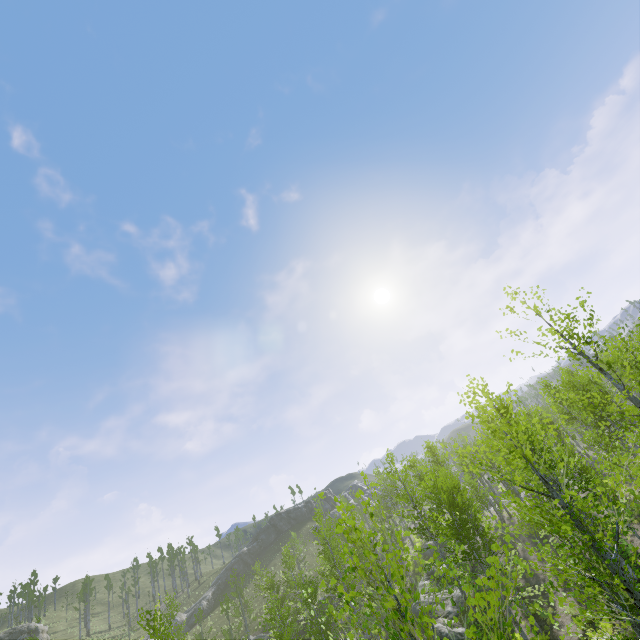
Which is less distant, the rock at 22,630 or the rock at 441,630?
the rock at 441,630

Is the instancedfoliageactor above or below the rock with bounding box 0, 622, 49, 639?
below

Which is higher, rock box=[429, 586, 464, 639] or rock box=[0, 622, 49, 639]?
rock box=[0, 622, 49, 639]

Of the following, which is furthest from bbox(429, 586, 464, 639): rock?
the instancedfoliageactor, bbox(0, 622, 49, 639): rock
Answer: bbox(0, 622, 49, 639): rock

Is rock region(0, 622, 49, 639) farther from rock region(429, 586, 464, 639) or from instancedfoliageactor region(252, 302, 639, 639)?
rock region(429, 586, 464, 639)

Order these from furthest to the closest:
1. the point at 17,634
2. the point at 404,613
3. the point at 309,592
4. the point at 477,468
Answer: the point at 17,634 → the point at 477,468 → the point at 309,592 → the point at 404,613

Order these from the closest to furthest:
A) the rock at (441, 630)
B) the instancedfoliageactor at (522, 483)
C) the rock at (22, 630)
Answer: the instancedfoliageactor at (522, 483) → the rock at (441, 630) → the rock at (22, 630)
